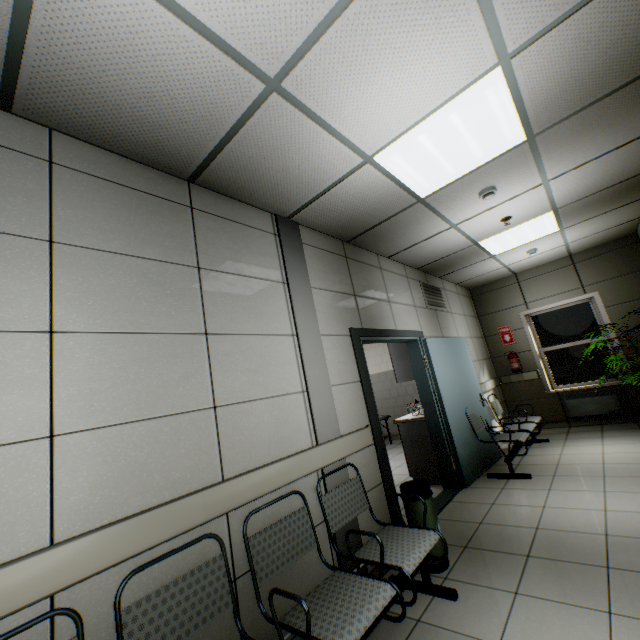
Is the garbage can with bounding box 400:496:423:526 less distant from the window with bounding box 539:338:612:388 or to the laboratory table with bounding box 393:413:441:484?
the laboratory table with bounding box 393:413:441:484

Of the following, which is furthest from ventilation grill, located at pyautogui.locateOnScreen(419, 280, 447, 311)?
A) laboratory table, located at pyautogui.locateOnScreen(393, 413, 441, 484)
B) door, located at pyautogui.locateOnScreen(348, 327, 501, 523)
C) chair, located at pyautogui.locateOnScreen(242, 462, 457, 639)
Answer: chair, located at pyautogui.locateOnScreen(242, 462, 457, 639)

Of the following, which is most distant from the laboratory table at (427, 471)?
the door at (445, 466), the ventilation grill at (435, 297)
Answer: the ventilation grill at (435, 297)

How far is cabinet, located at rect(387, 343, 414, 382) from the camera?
5.0 meters

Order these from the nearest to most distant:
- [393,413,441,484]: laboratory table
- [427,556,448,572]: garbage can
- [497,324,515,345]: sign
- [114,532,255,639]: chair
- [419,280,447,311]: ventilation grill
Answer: [114,532,255,639]: chair
[427,556,448,572]: garbage can
[393,413,441,484]: laboratory table
[419,280,447,311]: ventilation grill
[497,324,515,345]: sign

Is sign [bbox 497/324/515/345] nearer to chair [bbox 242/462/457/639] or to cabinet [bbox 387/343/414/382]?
cabinet [bbox 387/343/414/382]

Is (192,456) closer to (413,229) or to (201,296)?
(201,296)

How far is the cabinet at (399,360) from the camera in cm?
497
